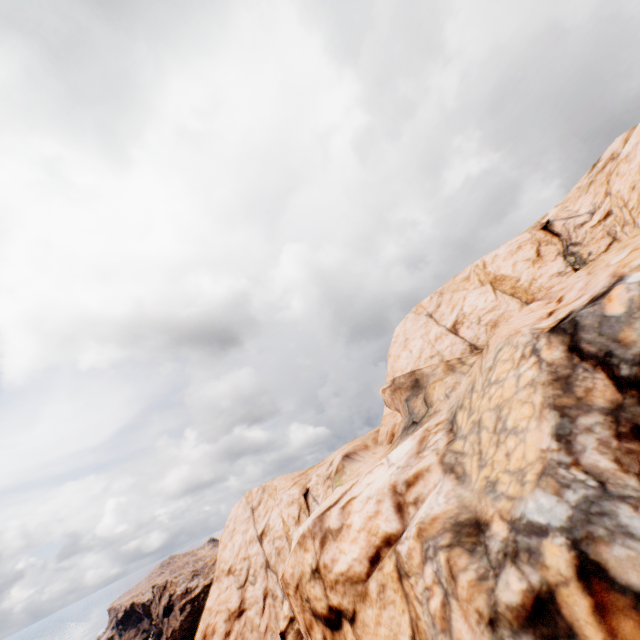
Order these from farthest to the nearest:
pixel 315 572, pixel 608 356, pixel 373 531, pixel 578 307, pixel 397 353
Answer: pixel 397 353 → pixel 315 572 → pixel 373 531 → pixel 578 307 → pixel 608 356
